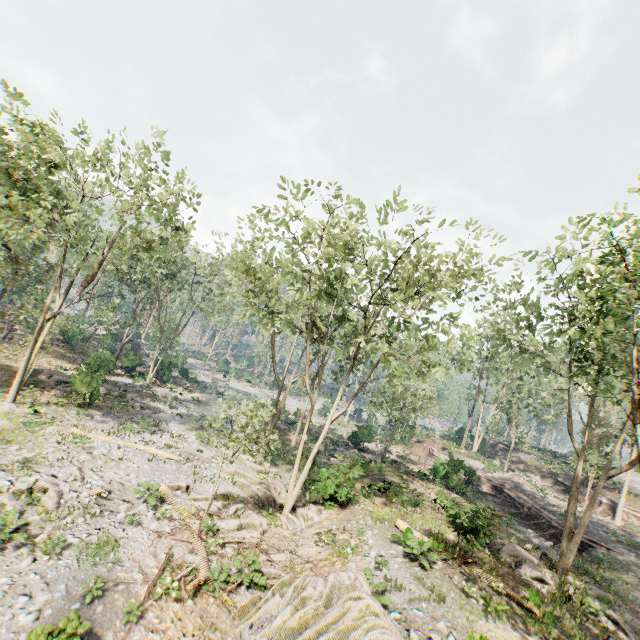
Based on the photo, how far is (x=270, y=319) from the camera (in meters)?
25.28

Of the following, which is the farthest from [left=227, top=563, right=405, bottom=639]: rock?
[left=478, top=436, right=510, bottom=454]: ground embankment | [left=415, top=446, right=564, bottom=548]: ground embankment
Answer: [left=478, top=436, right=510, bottom=454]: ground embankment

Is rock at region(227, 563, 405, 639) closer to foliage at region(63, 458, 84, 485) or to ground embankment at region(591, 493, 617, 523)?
foliage at region(63, 458, 84, 485)

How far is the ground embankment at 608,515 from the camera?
29.1 meters

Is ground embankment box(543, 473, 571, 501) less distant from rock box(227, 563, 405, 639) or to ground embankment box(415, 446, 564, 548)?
ground embankment box(415, 446, 564, 548)

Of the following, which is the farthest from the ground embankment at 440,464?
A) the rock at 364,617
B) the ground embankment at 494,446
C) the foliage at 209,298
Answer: the ground embankment at 494,446

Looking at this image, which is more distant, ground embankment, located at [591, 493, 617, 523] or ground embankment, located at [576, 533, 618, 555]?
ground embankment, located at [591, 493, 617, 523]

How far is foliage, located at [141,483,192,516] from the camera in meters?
15.4
